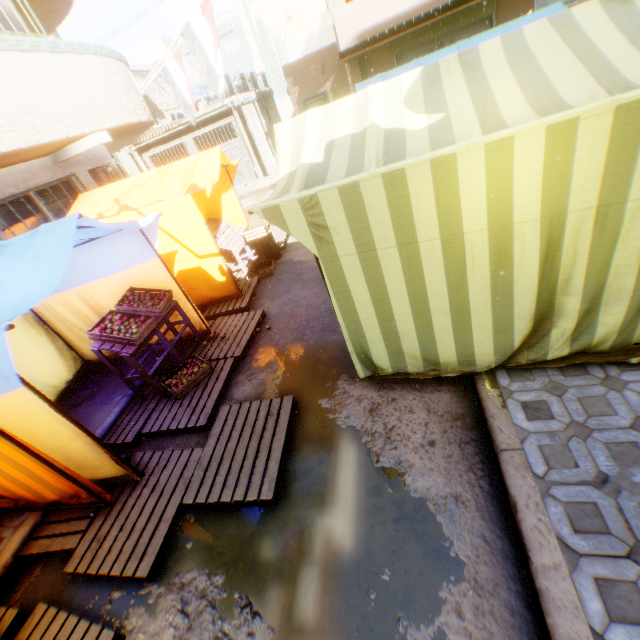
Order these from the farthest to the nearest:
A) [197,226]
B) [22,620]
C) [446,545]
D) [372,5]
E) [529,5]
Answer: [529,5], [372,5], [197,226], [22,620], [446,545]

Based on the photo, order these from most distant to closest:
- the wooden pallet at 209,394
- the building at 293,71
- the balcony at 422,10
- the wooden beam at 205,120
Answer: the wooden beam at 205,120, the building at 293,71, the balcony at 422,10, the wooden pallet at 209,394

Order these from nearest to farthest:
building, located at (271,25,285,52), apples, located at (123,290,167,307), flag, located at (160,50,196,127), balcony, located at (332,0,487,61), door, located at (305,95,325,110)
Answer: apples, located at (123,290,167,307)
balcony, located at (332,0,487,61)
flag, located at (160,50,196,127)
door, located at (305,95,325,110)
building, located at (271,25,285,52)

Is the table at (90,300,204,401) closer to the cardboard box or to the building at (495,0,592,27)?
the building at (495,0,592,27)

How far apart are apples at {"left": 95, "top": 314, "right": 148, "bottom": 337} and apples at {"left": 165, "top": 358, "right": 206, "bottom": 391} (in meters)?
0.77

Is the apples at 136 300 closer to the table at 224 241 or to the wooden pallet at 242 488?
the wooden pallet at 242 488

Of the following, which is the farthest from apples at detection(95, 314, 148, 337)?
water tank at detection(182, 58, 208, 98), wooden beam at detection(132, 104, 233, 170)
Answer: water tank at detection(182, 58, 208, 98)

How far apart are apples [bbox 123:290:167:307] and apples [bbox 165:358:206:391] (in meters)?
0.88
